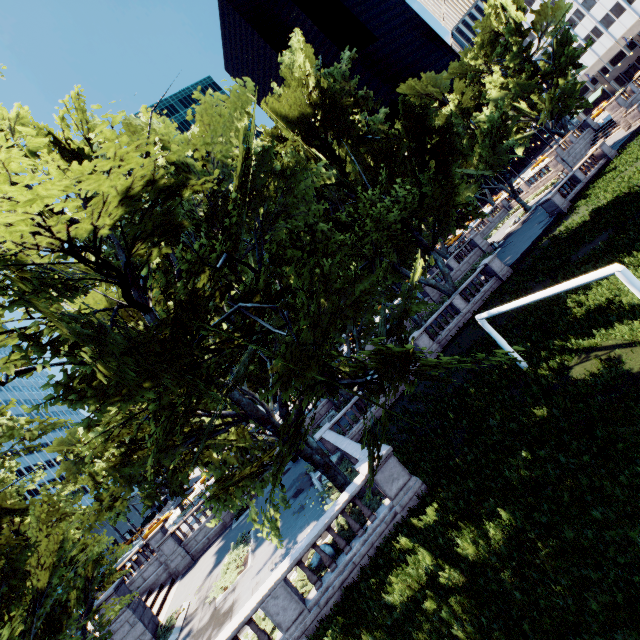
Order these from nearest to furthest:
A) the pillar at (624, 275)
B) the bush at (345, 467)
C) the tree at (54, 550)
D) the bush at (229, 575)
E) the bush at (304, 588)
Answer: the tree at (54, 550) → the pillar at (624, 275) → the bush at (304, 588) → the bush at (345, 467) → the bush at (229, 575)

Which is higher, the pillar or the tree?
the tree

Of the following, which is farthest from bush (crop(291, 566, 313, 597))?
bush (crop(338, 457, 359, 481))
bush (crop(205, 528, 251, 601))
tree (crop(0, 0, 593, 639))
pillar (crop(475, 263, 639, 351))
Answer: pillar (crop(475, 263, 639, 351))

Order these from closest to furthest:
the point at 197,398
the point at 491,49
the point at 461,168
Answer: the point at 197,398 < the point at 461,168 < the point at 491,49

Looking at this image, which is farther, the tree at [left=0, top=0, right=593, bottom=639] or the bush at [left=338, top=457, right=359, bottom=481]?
the bush at [left=338, top=457, right=359, bottom=481]

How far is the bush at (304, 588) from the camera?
11.3m

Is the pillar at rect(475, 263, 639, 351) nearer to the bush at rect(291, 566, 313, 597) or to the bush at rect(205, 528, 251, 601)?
the bush at rect(291, 566, 313, 597)
